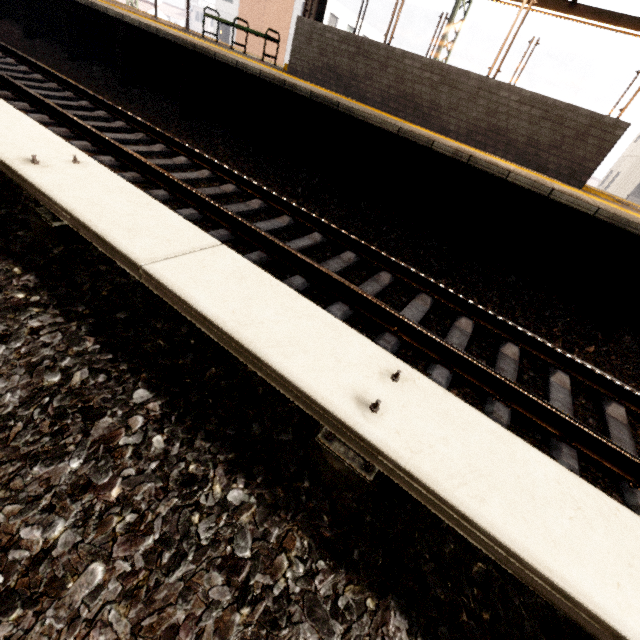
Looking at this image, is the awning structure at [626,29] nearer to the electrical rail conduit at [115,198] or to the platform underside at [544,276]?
the platform underside at [544,276]

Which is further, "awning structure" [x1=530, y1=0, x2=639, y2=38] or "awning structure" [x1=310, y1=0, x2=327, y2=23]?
"awning structure" [x1=310, y1=0, x2=327, y2=23]

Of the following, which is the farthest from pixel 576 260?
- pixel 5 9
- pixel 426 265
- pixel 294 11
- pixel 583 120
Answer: pixel 294 11

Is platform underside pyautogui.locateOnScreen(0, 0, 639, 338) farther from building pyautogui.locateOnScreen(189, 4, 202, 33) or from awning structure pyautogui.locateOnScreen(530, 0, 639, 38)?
building pyautogui.locateOnScreen(189, 4, 202, 33)

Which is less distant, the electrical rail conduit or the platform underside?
the electrical rail conduit

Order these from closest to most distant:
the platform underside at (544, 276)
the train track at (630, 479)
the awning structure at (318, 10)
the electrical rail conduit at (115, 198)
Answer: the electrical rail conduit at (115, 198)
the train track at (630, 479)
the platform underside at (544, 276)
the awning structure at (318, 10)

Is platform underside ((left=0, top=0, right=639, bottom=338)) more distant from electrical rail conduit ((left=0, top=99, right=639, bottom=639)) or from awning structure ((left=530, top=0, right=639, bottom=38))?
electrical rail conduit ((left=0, top=99, right=639, bottom=639))

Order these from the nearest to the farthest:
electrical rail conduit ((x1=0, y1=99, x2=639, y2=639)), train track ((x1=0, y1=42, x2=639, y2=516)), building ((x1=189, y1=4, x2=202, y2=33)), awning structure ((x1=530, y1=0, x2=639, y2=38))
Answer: electrical rail conduit ((x1=0, y1=99, x2=639, y2=639)) → train track ((x1=0, y1=42, x2=639, y2=516)) → awning structure ((x1=530, y1=0, x2=639, y2=38)) → building ((x1=189, y1=4, x2=202, y2=33))
